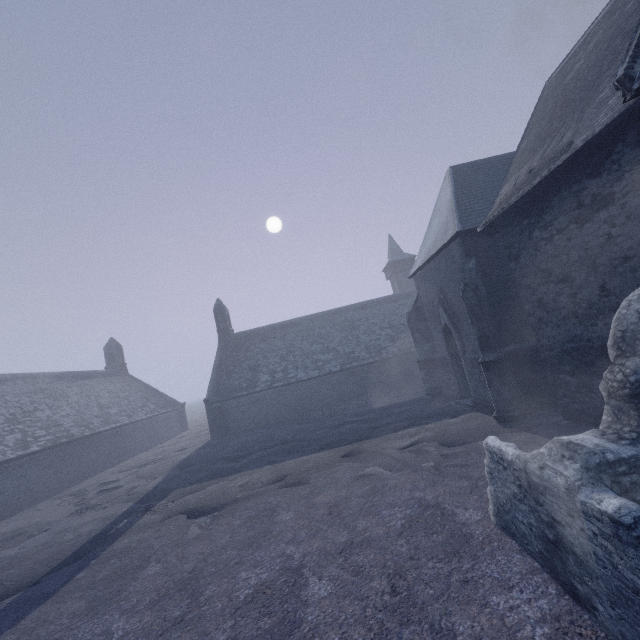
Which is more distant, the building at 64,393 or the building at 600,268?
the building at 64,393

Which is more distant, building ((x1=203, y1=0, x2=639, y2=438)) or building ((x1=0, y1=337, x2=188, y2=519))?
building ((x1=0, y1=337, x2=188, y2=519))

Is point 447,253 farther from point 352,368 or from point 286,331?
point 286,331
